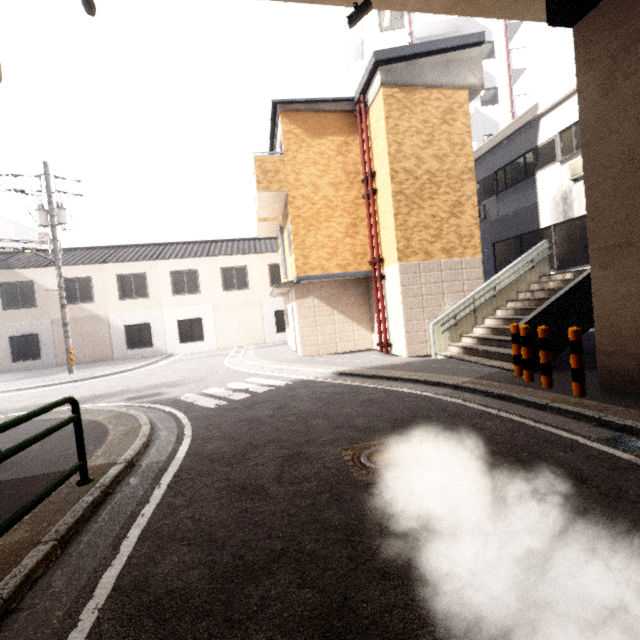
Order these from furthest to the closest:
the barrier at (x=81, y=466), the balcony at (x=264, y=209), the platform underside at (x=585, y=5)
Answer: the balcony at (x=264, y=209) < the platform underside at (x=585, y=5) < the barrier at (x=81, y=466)

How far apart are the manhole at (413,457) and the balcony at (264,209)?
9.6m

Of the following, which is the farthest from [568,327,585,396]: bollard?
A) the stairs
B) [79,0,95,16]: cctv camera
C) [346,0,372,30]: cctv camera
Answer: [79,0,95,16]: cctv camera

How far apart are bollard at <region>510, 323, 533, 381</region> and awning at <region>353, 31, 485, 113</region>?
8.5m

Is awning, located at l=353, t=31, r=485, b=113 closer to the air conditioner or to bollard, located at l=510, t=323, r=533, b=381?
the air conditioner

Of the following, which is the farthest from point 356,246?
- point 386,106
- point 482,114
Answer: point 482,114

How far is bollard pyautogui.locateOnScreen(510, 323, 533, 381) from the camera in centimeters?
614cm

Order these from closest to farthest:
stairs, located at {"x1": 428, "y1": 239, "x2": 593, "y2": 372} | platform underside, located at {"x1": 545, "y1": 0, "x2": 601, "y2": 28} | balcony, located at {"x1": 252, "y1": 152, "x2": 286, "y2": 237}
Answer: platform underside, located at {"x1": 545, "y1": 0, "x2": 601, "y2": 28} < stairs, located at {"x1": 428, "y1": 239, "x2": 593, "y2": 372} < balcony, located at {"x1": 252, "y1": 152, "x2": 286, "y2": 237}
